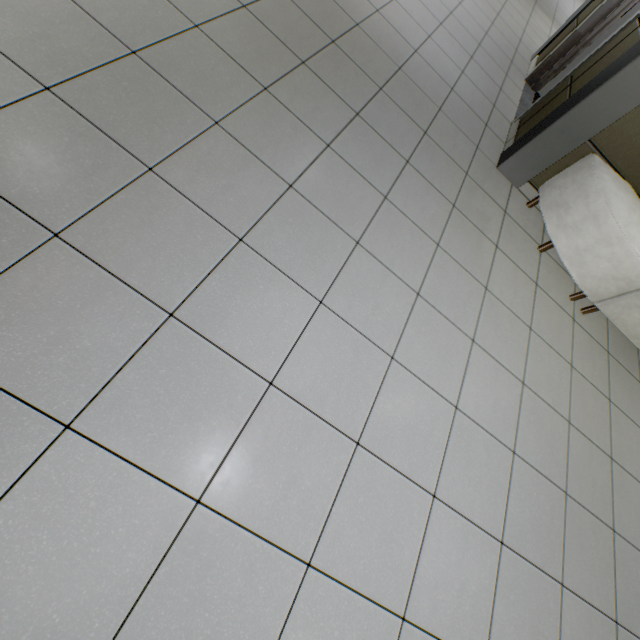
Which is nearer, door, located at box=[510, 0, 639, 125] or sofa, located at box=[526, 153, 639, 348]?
sofa, located at box=[526, 153, 639, 348]

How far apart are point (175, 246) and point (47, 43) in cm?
109

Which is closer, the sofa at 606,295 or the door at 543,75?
the sofa at 606,295
